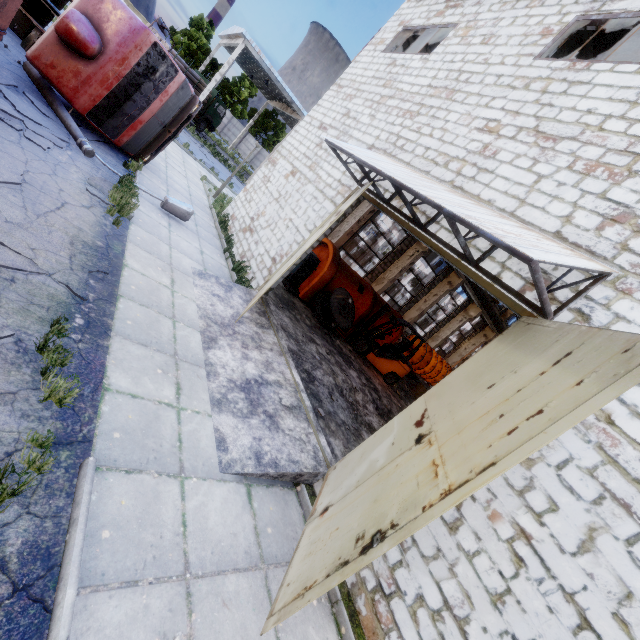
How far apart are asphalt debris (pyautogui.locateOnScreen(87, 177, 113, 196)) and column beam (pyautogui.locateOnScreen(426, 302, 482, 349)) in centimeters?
2222cm

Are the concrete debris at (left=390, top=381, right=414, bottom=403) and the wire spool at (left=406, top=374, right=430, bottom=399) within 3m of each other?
yes

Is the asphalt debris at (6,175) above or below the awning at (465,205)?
below

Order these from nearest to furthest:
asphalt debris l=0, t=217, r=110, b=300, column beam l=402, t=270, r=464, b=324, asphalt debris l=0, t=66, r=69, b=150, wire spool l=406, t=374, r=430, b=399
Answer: asphalt debris l=0, t=217, r=110, b=300 < asphalt debris l=0, t=66, r=69, b=150 < wire spool l=406, t=374, r=430, b=399 < column beam l=402, t=270, r=464, b=324

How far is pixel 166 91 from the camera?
9.4 meters

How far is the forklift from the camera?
13.0 meters

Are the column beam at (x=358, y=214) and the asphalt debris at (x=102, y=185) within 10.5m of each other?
yes

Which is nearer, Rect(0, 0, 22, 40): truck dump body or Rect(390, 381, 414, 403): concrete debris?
A: Rect(0, 0, 22, 40): truck dump body
